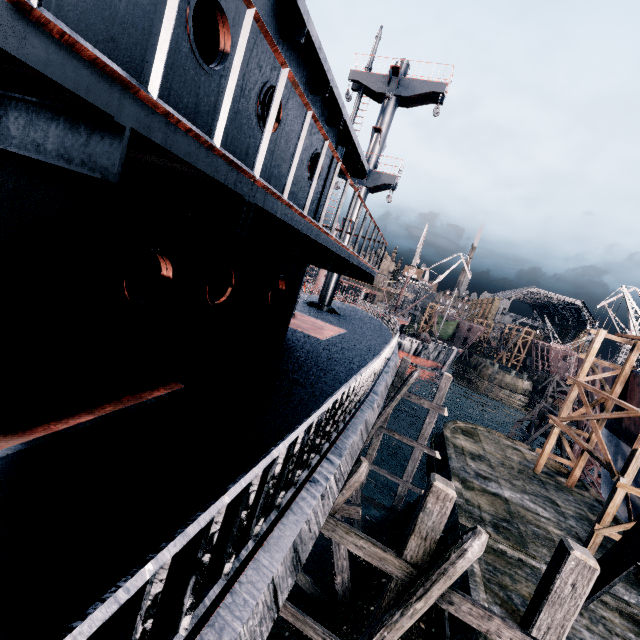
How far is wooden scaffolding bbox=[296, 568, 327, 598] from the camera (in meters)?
14.12

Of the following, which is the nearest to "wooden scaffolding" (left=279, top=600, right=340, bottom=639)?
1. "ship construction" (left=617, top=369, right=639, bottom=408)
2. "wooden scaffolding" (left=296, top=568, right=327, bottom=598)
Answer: "wooden scaffolding" (left=296, top=568, right=327, bottom=598)

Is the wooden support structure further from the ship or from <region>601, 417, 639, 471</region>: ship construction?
the ship

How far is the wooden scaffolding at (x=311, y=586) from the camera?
14.1m

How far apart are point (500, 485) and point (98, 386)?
22.9 meters

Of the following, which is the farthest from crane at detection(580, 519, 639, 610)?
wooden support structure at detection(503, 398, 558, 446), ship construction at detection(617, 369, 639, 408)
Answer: wooden support structure at detection(503, 398, 558, 446)

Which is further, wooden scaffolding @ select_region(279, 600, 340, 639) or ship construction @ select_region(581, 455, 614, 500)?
ship construction @ select_region(581, 455, 614, 500)

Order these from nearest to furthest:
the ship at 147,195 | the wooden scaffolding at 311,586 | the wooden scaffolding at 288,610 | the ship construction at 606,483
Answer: the ship at 147,195 < the wooden scaffolding at 288,610 < the wooden scaffolding at 311,586 < the ship construction at 606,483
